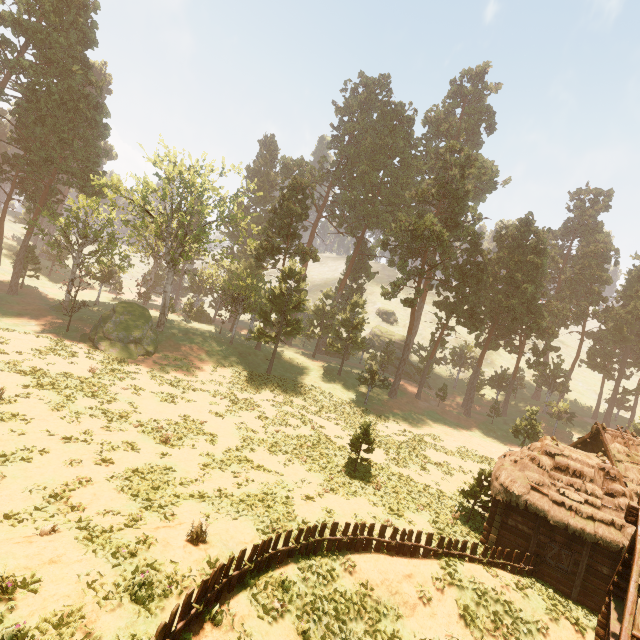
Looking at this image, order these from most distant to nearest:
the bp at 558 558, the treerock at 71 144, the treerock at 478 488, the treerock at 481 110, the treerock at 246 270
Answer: the treerock at 481 110, the treerock at 246 270, the treerock at 71 144, the treerock at 478 488, the bp at 558 558

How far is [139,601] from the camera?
8.2m

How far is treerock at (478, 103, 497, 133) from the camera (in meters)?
58.44

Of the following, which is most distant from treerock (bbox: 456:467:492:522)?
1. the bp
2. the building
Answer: the bp

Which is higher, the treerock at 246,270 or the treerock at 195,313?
the treerock at 246,270

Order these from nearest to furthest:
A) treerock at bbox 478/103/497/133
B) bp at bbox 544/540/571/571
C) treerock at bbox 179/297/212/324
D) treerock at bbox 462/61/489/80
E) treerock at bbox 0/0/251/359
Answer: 1. bp at bbox 544/540/571/571
2. treerock at bbox 0/0/251/359
3. treerock at bbox 179/297/212/324
4. treerock at bbox 462/61/489/80
5. treerock at bbox 478/103/497/133
